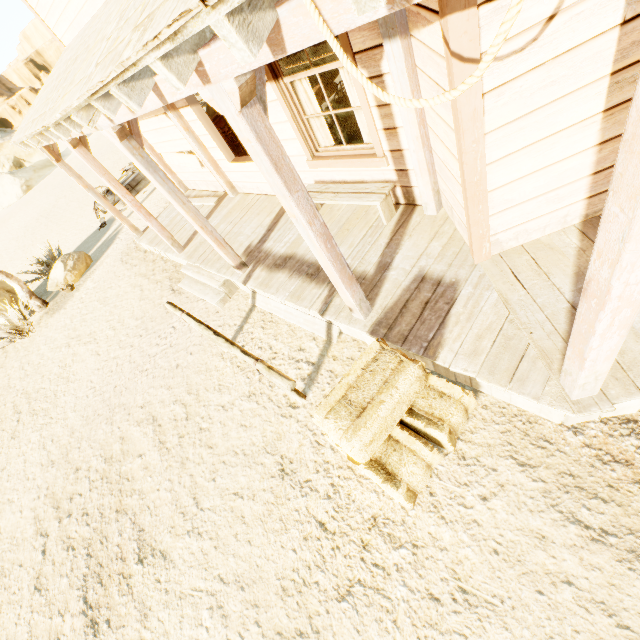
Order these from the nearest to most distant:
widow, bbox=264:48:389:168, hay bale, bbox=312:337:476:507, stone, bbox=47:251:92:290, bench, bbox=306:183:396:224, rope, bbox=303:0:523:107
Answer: rope, bbox=303:0:523:107 → hay bale, bbox=312:337:476:507 → widow, bbox=264:48:389:168 → bench, bbox=306:183:396:224 → stone, bbox=47:251:92:290

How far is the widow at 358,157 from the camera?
3.8 meters

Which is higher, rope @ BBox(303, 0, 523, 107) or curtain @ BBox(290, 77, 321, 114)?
rope @ BBox(303, 0, 523, 107)

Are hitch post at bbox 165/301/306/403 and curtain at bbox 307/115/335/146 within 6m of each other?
yes

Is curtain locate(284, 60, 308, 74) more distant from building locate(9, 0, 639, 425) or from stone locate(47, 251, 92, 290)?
stone locate(47, 251, 92, 290)

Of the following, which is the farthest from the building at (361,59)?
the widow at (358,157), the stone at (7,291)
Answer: the stone at (7,291)

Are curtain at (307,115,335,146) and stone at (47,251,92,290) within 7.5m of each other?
no

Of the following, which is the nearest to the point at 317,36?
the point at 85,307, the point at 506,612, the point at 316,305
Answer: the point at 316,305
